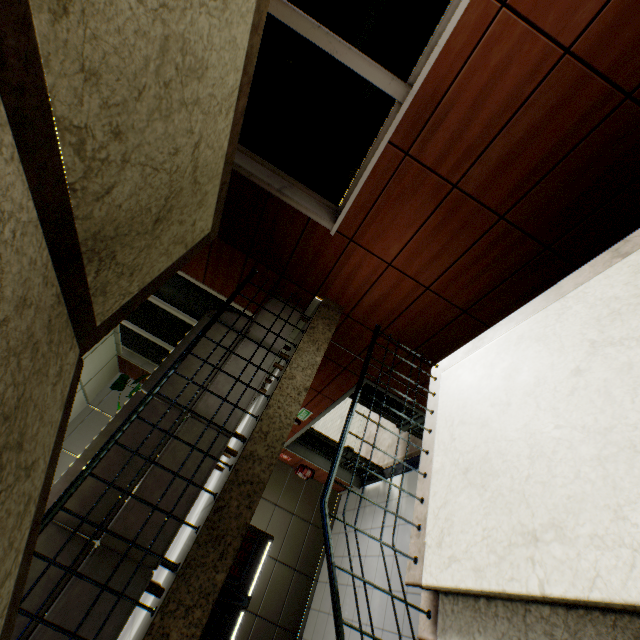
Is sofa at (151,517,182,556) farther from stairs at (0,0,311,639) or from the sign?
the sign

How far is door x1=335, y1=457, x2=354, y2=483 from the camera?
7.9m

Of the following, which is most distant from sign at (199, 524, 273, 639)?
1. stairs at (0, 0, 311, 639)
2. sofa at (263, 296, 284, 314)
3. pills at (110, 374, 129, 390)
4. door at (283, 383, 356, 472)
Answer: stairs at (0, 0, 311, 639)

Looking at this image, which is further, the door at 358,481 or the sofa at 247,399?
the door at 358,481

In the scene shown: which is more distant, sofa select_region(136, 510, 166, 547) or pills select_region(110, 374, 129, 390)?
pills select_region(110, 374, 129, 390)

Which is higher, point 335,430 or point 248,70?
point 248,70

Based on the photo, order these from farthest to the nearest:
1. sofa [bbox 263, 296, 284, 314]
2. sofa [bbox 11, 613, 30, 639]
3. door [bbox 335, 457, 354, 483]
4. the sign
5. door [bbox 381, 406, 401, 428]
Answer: door [bbox 335, 457, 354, 483] → the sign → door [bbox 381, 406, 401, 428] → sofa [bbox 263, 296, 284, 314] → sofa [bbox 11, 613, 30, 639]
